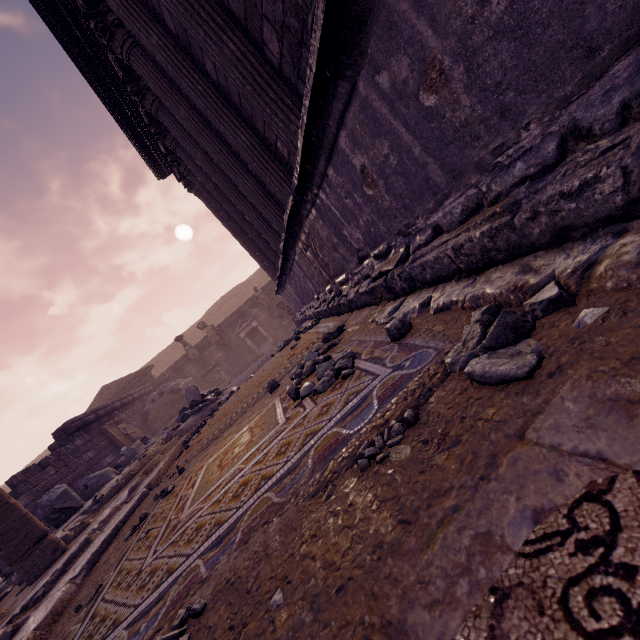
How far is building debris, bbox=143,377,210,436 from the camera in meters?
13.6 m

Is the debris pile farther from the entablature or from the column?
the entablature

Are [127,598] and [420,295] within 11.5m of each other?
yes

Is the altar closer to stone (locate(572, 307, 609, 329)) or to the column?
the column

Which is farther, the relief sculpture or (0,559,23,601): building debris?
the relief sculpture

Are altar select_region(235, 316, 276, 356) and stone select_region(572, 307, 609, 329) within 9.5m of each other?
no

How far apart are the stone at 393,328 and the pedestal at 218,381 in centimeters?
1427cm

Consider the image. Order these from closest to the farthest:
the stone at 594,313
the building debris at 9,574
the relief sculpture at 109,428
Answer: the stone at 594,313 → the building debris at 9,574 → the relief sculpture at 109,428
